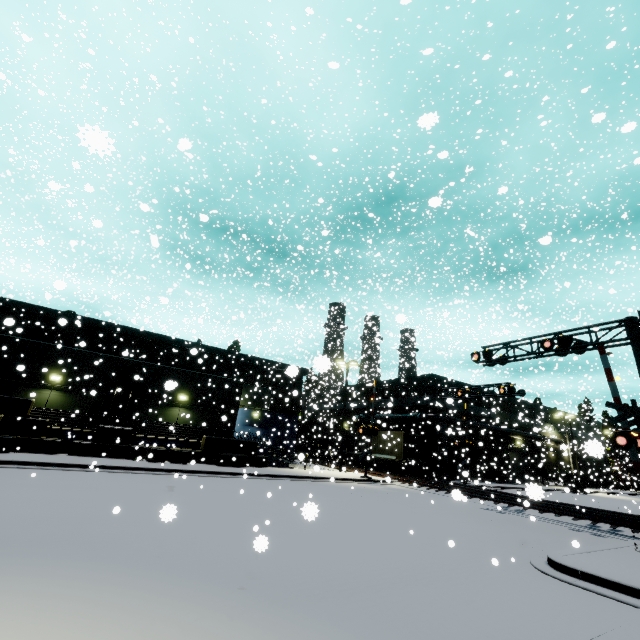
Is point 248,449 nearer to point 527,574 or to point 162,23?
point 527,574

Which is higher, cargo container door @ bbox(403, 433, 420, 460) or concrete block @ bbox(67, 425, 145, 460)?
cargo container door @ bbox(403, 433, 420, 460)

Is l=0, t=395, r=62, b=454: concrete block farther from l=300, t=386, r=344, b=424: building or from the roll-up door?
the roll-up door

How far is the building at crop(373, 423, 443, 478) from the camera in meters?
33.2 m

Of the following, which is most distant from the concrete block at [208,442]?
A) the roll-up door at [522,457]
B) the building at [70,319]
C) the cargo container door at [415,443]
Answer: the roll-up door at [522,457]

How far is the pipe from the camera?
34.1m

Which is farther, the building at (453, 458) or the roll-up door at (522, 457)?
the roll-up door at (522, 457)

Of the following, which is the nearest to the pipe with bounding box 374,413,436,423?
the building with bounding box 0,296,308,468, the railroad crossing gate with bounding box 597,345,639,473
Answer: the building with bounding box 0,296,308,468
